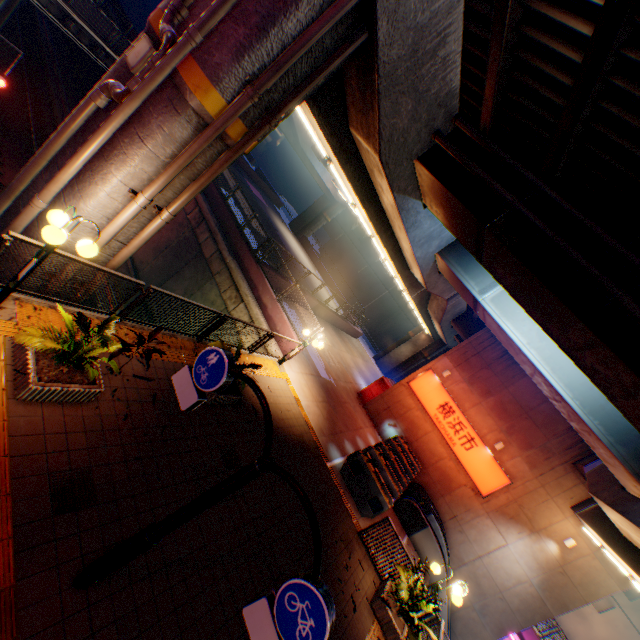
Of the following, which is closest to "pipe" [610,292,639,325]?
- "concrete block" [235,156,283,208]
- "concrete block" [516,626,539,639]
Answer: "concrete block" [235,156,283,208]

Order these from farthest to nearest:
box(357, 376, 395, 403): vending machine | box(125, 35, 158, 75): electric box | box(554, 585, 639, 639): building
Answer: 1. box(554, 585, 639, 639): building
2. box(357, 376, 395, 403): vending machine
3. box(125, 35, 158, 75): electric box

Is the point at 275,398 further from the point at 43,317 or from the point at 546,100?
the point at 546,100

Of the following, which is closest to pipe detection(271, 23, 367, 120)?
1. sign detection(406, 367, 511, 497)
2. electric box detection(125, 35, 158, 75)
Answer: electric box detection(125, 35, 158, 75)

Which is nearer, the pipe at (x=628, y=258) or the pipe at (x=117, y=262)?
the pipe at (x=628, y=258)

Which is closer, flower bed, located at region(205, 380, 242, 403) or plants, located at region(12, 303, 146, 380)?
plants, located at region(12, 303, 146, 380)

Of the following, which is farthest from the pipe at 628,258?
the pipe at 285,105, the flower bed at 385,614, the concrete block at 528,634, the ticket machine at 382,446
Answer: the concrete block at 528,634

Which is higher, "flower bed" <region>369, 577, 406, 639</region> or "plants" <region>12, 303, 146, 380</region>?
"plants" <region>12, 303, 146, 380</region>
